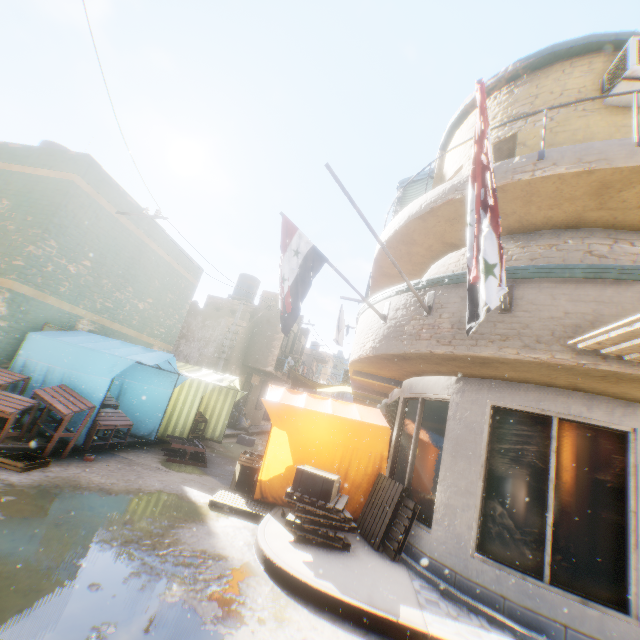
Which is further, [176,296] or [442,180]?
[176,296]

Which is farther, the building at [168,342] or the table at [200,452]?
the table at [200,452]

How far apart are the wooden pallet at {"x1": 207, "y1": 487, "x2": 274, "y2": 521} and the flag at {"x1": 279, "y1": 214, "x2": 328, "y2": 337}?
3.5 meters

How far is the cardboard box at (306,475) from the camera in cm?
550

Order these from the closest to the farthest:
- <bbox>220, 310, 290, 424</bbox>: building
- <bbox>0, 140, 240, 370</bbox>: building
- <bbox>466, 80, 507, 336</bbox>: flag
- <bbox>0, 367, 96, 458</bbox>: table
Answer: <bbox>466, 80, 507, 336</bbox>: flag, <bbox>0, 367, 96, 458</bbox>: table, <bbox>0, 140, 240, 370</bbox>: building, <bbox>220, 310, 290, 424</bbox>: building

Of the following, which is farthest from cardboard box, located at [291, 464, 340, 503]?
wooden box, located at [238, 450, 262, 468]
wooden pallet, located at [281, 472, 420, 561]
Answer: wooden box, located at [238, 450, 262, 468]

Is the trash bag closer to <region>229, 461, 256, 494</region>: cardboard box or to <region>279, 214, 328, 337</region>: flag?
<region>229, 461, 256, 494</region>: cardboard box

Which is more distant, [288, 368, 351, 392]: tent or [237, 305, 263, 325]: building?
[288, 368, 351, 392]: tent
